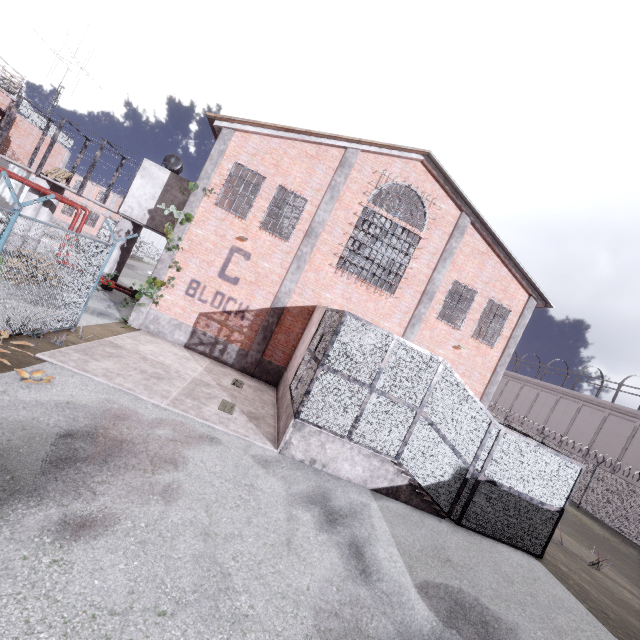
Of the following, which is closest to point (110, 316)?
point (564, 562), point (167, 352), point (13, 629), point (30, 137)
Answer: point (167, 352)

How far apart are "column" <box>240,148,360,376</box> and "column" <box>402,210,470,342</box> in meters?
5.3

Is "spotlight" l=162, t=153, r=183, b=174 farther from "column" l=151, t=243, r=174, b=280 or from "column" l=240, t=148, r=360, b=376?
"column" l=240, t=148, r=360, b=376

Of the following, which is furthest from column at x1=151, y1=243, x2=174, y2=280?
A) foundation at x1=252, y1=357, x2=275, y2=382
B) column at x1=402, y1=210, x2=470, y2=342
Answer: column at x1=402, y1=210, x2=470, y2=342

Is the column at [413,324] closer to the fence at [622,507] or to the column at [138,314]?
the column at [138,314]

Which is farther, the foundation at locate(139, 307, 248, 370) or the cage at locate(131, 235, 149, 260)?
the cage at locate(131, 235, 149, 260)

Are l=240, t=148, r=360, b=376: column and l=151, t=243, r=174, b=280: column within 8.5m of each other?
yes

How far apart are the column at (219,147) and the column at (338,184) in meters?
4.3 m
